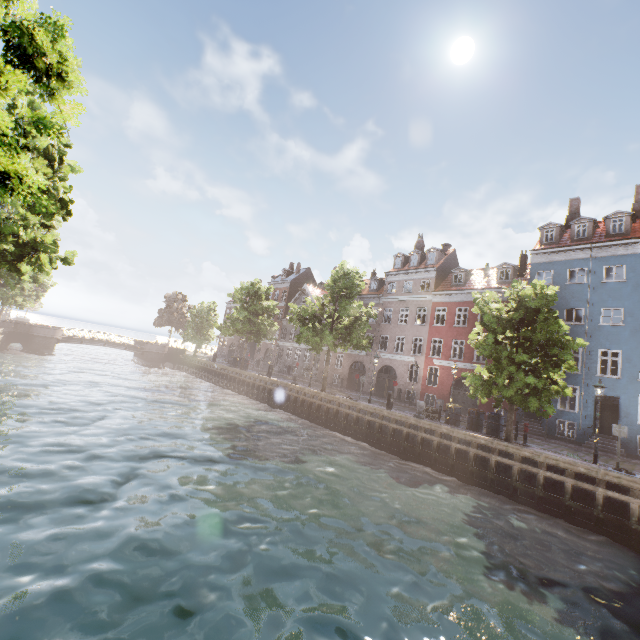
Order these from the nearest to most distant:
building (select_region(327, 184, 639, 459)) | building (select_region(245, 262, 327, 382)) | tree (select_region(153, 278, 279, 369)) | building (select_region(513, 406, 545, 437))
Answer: building (select_region(327, 184, 639, 459)) < building (select_region(513, 406, 545, 437)) < tree (select_region(153, 278, 279, 369)) < building (select_region(245, 262, 327, 382))

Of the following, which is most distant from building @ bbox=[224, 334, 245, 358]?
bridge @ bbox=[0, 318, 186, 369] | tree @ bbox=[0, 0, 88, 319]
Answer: bridge @ bbox=[0, 318, 186, 369]

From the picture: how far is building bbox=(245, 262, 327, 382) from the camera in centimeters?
4208cm

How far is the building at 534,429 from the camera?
22.6 meters

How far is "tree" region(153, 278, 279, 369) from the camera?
35.7 meters

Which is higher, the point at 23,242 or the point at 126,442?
the point at 23,242

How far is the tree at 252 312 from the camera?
35.7 meters
